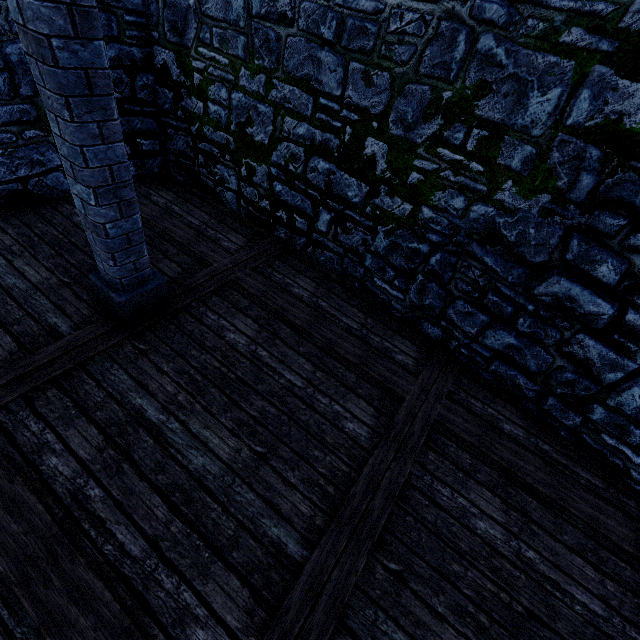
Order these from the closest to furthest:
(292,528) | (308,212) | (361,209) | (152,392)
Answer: (292,528) → (152,392) → (361,209) → (308,212)

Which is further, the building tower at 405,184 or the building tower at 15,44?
the building tower at 15,44

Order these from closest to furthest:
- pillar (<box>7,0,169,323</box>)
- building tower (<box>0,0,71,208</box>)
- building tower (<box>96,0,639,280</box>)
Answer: pillar (<box>7,0,169,323</box>) < building tower (<box>96,0,639,280</box>) < building tower (<box>0,0,71,208</box>)

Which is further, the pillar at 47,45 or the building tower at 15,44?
the building tower at 15,44

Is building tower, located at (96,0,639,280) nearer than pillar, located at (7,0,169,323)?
No

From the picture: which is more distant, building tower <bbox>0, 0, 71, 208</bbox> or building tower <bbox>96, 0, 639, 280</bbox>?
building tower <bbox>0, 0, 71, 208</bbox>
